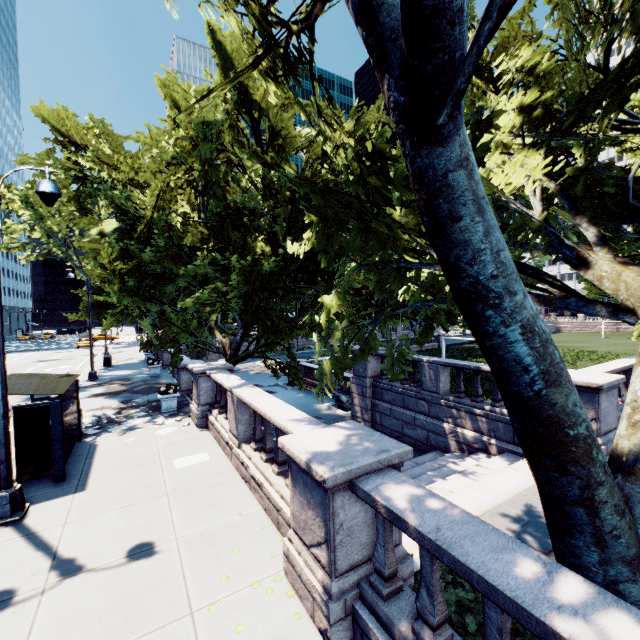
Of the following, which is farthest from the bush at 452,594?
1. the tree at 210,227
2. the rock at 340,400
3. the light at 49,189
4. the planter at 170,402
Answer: the rock at 340,400

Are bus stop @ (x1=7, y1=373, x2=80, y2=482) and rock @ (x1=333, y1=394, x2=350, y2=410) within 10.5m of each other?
no

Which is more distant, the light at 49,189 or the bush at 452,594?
the light at 49,189

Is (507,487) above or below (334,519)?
below

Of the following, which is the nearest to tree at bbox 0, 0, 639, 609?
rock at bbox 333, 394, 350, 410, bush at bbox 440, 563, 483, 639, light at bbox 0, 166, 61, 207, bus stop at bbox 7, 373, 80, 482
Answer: bush at bbox 440, 563, 483, 639

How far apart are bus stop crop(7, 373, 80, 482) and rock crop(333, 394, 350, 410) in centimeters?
1214cm

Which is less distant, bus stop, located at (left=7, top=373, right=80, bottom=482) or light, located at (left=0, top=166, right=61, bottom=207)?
light, located at (left=0, top=166, right=61, bottom=207)
